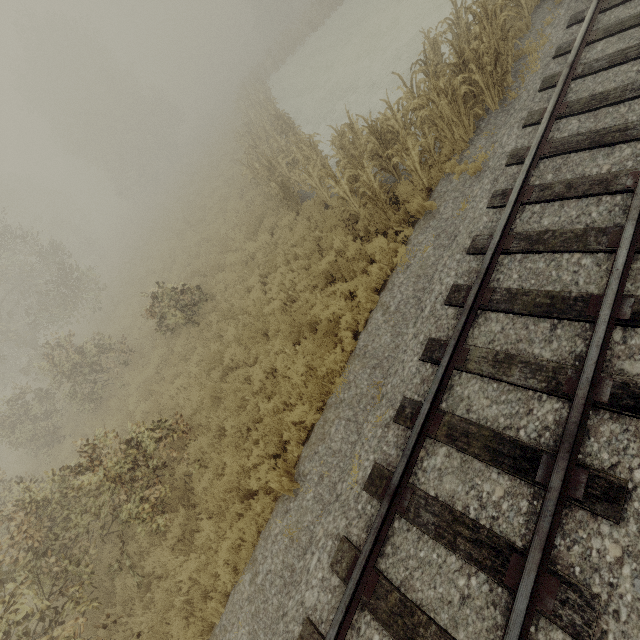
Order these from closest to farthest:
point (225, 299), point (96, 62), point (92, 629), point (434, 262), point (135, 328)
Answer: A: point (434, 262) → point (92, 629) → point (225, 299) → point (135, 328) → point (96, 62)

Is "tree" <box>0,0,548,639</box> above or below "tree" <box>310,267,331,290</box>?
above

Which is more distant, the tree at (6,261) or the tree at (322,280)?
the tree at (322,280)

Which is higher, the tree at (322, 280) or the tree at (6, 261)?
the tree at (6, 261)

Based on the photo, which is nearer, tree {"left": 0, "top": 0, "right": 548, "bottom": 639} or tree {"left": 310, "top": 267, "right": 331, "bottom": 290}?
tree {"left": 0, "top": 0, "right": 548, "bottom": 639}

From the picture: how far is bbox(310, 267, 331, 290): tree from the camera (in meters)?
8.44
